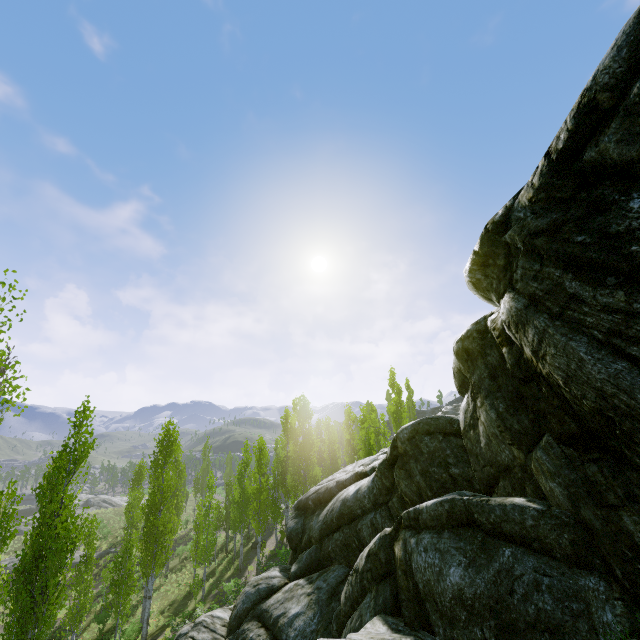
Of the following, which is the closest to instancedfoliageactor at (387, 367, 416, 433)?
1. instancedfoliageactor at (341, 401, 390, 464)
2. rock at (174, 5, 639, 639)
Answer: rock at (174, 5, 639, 639)

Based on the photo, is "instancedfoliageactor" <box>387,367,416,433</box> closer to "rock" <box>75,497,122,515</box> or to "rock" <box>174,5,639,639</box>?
"rock" <box>174,5,639,639</box>

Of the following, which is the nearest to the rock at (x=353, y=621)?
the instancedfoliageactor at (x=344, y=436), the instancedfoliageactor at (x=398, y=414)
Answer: the instancedfoliageactor at (x=398, y=414)

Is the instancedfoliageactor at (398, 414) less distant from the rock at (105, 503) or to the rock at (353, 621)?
the rock at (353, 621)

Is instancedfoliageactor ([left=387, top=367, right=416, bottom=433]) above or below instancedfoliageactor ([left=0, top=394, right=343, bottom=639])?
above

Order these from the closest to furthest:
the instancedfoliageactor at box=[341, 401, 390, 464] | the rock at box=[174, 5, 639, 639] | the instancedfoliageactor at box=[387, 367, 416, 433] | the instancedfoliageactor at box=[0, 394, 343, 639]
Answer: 1. the rock at box=[174, 5, 639, 639]
2. the instancedfoliageactor at box=[0, 394, 343, 639]
3. the instancedfoliageactor at box=[341, 401, 390, 464]
4. the instancedfoliageactor at box=[387, 367, 416, 433]

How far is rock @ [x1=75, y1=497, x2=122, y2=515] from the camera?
55.7m

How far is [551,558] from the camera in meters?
5.9
